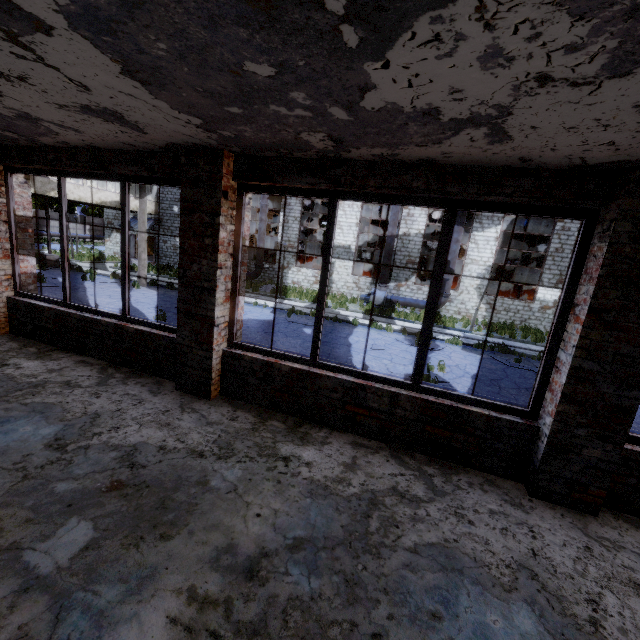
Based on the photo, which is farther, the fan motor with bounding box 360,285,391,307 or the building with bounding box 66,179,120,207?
the fan motor with bounding box 360,285,391,307

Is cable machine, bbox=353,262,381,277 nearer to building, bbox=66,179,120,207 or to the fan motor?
the fan motor

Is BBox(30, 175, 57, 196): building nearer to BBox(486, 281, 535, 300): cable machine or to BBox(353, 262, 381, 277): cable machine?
BBox(353, 262, 381, 277): cable machine

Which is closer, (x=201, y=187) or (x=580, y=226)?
(x=580, y=226)

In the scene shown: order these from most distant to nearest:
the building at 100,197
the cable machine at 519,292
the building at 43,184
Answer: the cable machine at 519,292 → the building at 100,197 → the building at 43,184

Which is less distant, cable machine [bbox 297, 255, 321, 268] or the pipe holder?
the pipe holder

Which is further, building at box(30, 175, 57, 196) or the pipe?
the pipe

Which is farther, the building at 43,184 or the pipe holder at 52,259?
the pipe holder at 52,259
